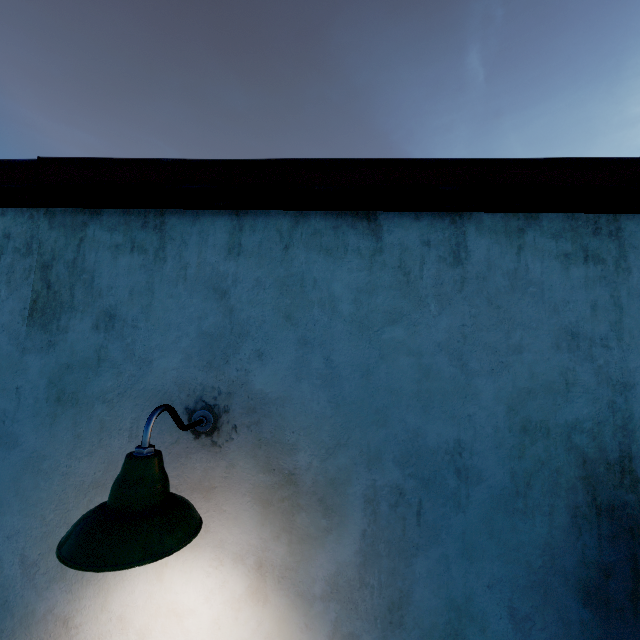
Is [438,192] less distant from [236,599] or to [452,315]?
[452,315]

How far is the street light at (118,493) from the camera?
1.0 meters

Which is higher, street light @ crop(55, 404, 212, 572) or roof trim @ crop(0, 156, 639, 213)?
roof trim @ crop(0, 156, 639, 213)

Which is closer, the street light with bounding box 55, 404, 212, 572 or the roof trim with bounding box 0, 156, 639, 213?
the street light with bounding box 55, 404, 212, 572

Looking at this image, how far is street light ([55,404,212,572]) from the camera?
1.0m

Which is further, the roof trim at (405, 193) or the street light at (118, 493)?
the roof trim at (405, 193)
